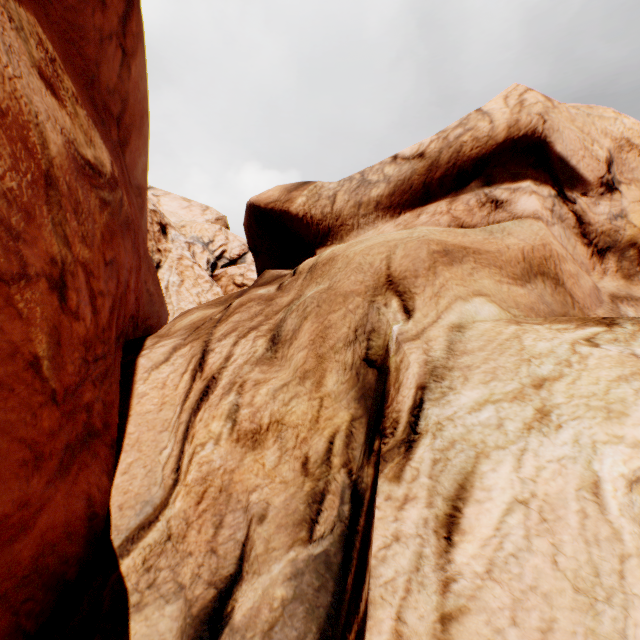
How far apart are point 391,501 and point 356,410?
1.5 meters
